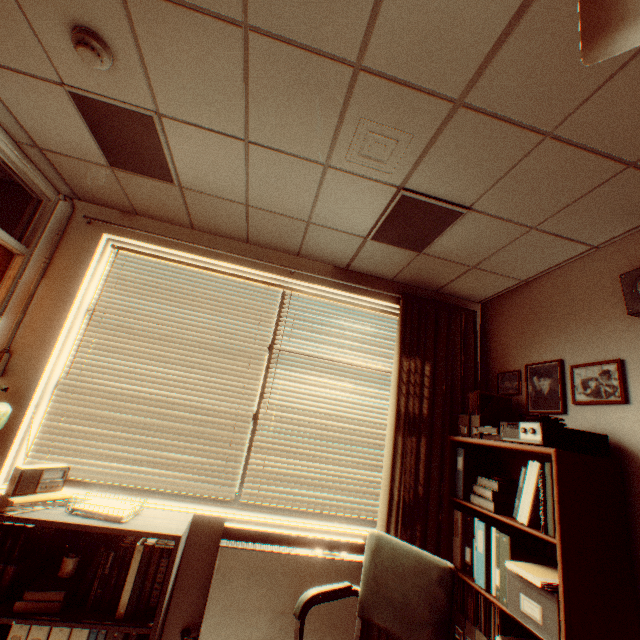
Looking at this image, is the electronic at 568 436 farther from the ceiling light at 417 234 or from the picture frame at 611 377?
the ceiling light at 417 234

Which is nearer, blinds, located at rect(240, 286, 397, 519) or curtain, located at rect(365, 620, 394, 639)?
curtain, located at rect(365, 620, 394, 639)

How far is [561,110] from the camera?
1.6 meters

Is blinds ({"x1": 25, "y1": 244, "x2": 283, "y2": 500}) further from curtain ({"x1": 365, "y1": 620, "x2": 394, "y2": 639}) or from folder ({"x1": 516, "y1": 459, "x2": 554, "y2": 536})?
folder ({"x1": 516, "y1": 459, "x2": 554, "y2": 536})

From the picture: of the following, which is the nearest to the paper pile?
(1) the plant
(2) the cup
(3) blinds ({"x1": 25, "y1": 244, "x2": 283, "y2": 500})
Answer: (3) blinds ({"x1": 25, "y1": 244, "x2": 283, "y2": 500})

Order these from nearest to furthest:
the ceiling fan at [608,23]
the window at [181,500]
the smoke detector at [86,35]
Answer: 1. the ceiling fan at [608,23]
2. the smoke detector at [86,35]
3. the window at [181,500]

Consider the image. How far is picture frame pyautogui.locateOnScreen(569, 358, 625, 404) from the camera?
2.1 meters

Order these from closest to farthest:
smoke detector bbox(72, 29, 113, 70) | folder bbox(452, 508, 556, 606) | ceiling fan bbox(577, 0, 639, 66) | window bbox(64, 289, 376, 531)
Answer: ceiling fan bbox(577, 0, 639, 66) → smoke detector bbox(72, 29, 113, 70) → folder bbox(452, 508, 556, 606) → window bbox(64, 289, 376, 531)
